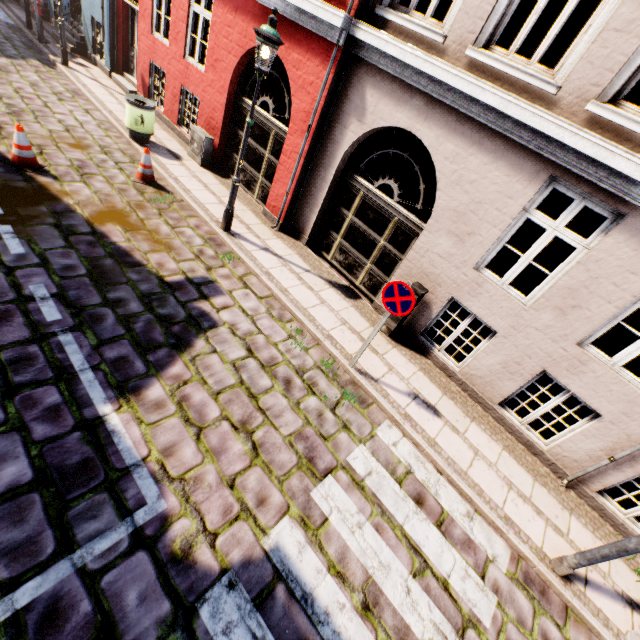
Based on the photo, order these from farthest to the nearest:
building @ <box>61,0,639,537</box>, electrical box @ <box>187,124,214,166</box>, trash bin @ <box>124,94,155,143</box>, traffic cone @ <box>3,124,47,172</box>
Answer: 1. electrical box @ <box>187,124,214,166</box>
2. trash bin @ <box>124,94,155,143</box>
3. traffic cone @ <box>3,124,47,172</box>
4. building @ <box>61,0,639,537</box>

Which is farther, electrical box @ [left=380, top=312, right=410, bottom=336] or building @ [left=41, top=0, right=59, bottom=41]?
building @ [left=41, top=0, right=59, bottom=41]

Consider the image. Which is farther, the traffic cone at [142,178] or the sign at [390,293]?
the traffic cone at [142,178]

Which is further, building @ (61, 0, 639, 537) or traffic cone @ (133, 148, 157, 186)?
traffic cone @ (133, 148, 157, 186)

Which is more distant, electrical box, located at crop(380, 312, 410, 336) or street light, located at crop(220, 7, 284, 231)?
electrical box, located at crop(380, 312, 410, 336)

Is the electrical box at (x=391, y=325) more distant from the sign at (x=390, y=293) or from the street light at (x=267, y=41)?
the street light at (x=267, y=41)

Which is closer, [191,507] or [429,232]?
[191,507]

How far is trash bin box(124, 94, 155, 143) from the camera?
8.4 meters
